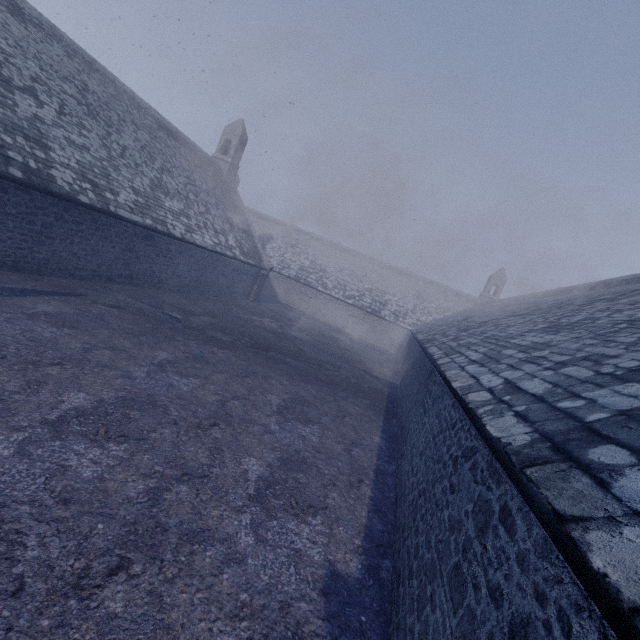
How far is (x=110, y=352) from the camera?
7.8m
